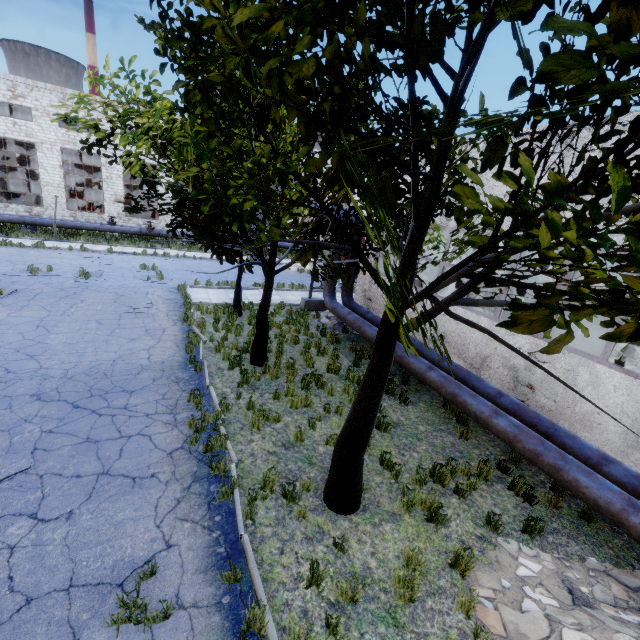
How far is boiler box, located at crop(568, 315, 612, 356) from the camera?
8.27m

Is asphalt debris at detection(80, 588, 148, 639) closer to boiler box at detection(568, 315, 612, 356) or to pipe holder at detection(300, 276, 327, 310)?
boiler box at detection(568, 315, 612, 356)

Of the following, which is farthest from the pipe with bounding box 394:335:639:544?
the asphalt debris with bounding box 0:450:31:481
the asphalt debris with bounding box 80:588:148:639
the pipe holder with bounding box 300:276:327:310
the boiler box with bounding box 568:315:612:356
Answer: the asphalt debris with bounding box 0:450:31:481

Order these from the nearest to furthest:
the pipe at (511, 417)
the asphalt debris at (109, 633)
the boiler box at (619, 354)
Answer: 1. the asphalt debris at (109, 633)
2. the pipe at (511, 417)
3. the boiler box at (619, 354)

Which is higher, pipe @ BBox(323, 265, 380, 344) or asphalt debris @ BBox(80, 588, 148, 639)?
pipe @ BBox(323, 265, 380, 344)

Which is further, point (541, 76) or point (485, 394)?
point (485, 394)

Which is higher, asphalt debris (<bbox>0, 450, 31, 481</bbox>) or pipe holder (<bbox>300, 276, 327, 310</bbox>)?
pipe holder (<bbox>300, 276, 327, 310</bbox>)

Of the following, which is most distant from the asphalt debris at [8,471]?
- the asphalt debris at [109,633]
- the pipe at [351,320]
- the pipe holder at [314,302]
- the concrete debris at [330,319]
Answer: the pipe holder at [314,302]
